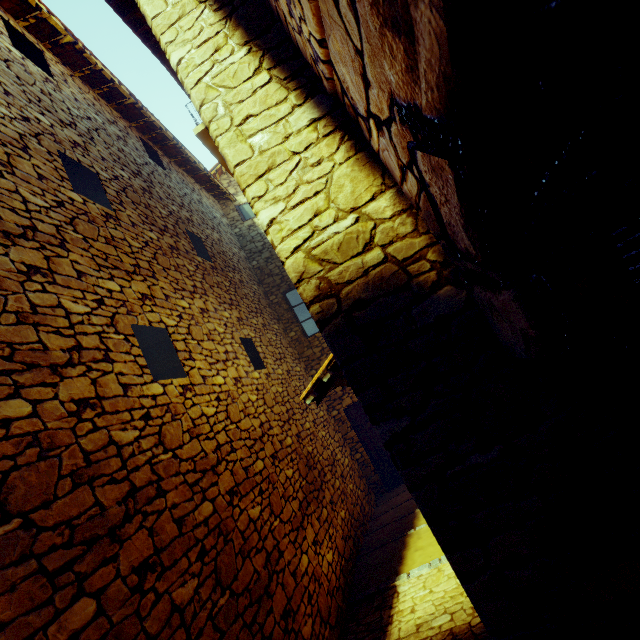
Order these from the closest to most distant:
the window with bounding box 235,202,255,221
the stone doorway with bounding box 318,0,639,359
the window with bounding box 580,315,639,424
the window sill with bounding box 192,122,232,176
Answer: the stone doorway with bounding box 318,0,639,359 → the window with bounding box 580,315,639,424 → the window sill with bounding box 192,122,232,176 → the window with bounding box 235,202,255,221

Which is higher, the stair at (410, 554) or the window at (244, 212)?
the window at (244, 212)

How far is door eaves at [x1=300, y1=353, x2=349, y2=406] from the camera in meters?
3.1 m

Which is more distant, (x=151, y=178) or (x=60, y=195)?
Result: (x=151, y=178)

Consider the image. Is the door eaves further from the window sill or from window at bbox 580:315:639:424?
the window sill

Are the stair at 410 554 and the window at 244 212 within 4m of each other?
no

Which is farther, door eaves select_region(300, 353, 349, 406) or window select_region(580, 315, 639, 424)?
door eaves select_region(300, 353, 349, 406)

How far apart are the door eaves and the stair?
2.5m
